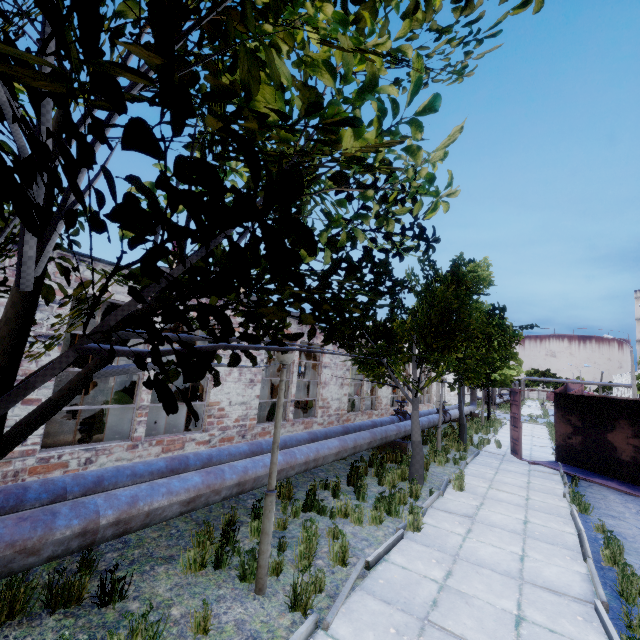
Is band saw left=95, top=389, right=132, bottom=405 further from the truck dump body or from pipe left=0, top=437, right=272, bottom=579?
the truck dump body

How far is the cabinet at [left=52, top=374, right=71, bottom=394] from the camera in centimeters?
1598cm

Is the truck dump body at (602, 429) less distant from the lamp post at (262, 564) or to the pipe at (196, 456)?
the pipe at (196, 456)

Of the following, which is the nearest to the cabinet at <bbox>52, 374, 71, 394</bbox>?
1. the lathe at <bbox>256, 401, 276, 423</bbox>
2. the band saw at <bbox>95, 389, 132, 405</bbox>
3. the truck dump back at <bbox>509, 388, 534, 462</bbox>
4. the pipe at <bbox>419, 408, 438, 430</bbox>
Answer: the band saw at <bbox>95, 389, 132, 405</bbox>

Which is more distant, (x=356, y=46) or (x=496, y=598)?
(x=496, y=598)

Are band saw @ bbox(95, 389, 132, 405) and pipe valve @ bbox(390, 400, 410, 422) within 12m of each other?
yes

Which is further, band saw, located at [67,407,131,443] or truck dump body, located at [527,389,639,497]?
truck dump body, located at [527,389,639,497]

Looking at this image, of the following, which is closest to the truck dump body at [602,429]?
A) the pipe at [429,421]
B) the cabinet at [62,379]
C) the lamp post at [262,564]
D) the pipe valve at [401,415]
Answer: the pipe at [429,421]
